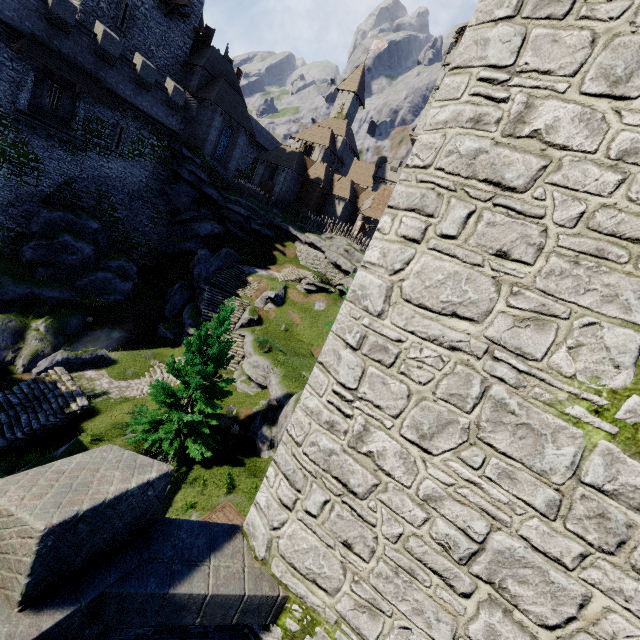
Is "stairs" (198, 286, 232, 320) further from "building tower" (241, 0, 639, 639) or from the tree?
"building tower" (241, 0, 639, 639)

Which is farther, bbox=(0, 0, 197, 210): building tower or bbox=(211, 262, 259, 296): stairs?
bbox=(211, 262, 259, 296): stairs

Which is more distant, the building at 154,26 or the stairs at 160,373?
the building at 154,26

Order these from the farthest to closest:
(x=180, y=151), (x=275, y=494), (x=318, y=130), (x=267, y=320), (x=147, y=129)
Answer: (x=318, y=130) → (x=180, y=151) → (x=147, y=129) → (x=267, y=320) → (x=275, y=494)

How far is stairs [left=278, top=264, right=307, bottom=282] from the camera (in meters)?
33.03

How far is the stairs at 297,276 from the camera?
33.0m

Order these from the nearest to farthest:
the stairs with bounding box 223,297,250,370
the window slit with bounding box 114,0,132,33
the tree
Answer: the tree, the stairs with bounding box 223,297,250,370, the window slit with bounding box 114,0,132,33

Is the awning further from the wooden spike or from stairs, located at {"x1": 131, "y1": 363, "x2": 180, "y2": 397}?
the wooden spike
